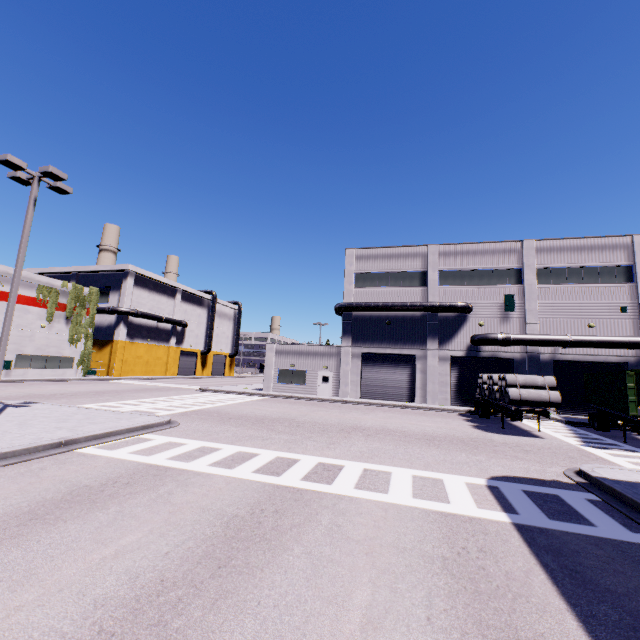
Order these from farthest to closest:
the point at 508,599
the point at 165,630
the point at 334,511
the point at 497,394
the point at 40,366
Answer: the point at 40,366 → the point at 497,394 → the point at 334,511 → the point at 508,599 → the point at 165,630

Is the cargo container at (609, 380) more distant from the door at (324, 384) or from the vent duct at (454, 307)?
the vent duct at (454, 307)

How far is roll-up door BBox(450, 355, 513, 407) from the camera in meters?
27.8

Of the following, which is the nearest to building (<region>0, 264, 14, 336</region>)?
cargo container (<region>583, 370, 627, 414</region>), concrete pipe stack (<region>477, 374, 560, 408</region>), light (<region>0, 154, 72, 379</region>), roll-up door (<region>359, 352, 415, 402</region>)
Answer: roll-up door (<region>359, 352, 415, 402</region>)

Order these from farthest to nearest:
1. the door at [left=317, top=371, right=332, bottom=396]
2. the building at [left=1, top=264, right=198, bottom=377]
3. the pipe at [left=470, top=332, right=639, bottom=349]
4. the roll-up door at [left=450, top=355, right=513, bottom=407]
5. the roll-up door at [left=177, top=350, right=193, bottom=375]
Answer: the roll-up door at [left=177, top=350, right=193, bottom=375] < the building at [left=1, top=264, right=198, bottom=377] < the door at [left=317, top=371, right=332, bottom=396] < the roll-up door at [left=450, top=355, right=513, bottom=407] < the pipe at [left=470, top=332, right=639, bottom=349]

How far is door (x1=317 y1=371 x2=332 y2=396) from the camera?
31.30m

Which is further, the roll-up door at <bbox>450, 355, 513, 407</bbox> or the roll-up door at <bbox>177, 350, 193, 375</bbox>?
the roll-up door at <bbox>177, 350, 193, 375</bbox>

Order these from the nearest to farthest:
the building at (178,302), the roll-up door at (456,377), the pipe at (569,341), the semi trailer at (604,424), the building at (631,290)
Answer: the semi trailer at (604,424)
the pipe at (569,341)
the building at (631,290)
the roll-up door at (456,377)
the building at (178,302)
